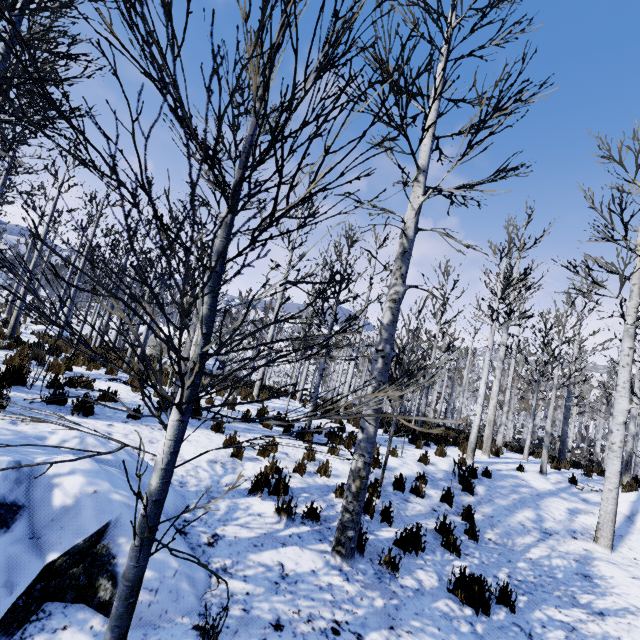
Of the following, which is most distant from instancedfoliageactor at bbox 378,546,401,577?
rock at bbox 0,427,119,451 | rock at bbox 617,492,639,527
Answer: rock at bbox 0,427,119,451

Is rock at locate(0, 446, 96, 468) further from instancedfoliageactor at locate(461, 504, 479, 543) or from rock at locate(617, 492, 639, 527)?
rock at locate(617, 492, 639, 527)

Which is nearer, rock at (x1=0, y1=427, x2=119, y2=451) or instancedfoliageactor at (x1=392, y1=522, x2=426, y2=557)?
rock at (x1=0, y1=427, x2=119, y2=451)

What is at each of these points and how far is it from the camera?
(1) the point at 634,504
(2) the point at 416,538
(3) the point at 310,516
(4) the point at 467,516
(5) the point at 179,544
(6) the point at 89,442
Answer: (1) rock, 8.0 meters
(2) instancedfoliageactor, 4.8 meters
(3) instancedfoliageactor, 4.6 meters
(4) instancedfoliageactor, 6.2 meters
(5) rock, 3.2 meters
(6) rock, 3.8 meters

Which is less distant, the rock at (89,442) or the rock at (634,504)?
the rock at (89,442)

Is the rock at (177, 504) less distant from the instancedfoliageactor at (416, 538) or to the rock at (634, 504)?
the instancedfoliageactor at (416, 538)
